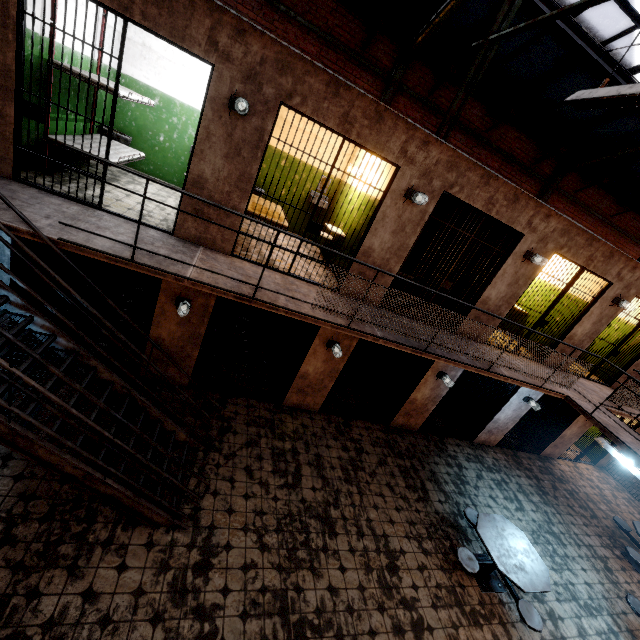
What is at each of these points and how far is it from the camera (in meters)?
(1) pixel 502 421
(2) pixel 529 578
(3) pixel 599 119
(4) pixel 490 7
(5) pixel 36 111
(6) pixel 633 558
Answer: (1) building, 9.20
(2) table, 5.14
(3) window, 8.12
(4) window, 6.35
(5) metal bar, 4.12
(6) table, 7.29

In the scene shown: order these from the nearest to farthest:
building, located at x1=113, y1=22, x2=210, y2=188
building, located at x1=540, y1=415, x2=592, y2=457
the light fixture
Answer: the light fixture
building, located at x1=113, y1=22, x2=210, y2=188
building, located at x1=540, y1=415, x2=592, y2=457

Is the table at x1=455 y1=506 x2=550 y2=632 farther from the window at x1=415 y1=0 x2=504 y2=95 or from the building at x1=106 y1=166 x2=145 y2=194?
the window at x1=415 y1=0 x2=504 y2=95

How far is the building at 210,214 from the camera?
4.9m

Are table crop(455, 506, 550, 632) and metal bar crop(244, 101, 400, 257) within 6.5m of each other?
yes

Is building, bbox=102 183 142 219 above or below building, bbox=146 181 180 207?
below

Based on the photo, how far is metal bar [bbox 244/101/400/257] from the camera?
4.69m

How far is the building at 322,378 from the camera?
6.7 meters
